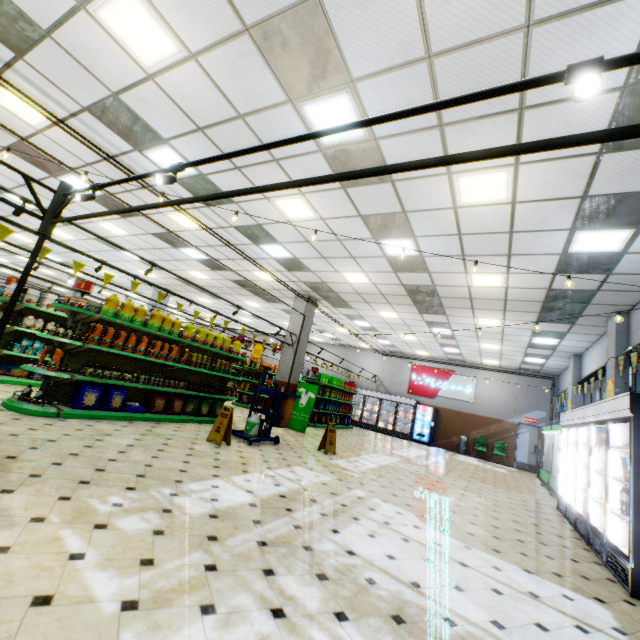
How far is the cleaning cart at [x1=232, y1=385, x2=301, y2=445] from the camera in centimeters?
749cm

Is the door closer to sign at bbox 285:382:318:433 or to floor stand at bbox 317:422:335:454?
sign at bbox 285:382:318:433

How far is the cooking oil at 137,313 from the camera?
6.6 meters

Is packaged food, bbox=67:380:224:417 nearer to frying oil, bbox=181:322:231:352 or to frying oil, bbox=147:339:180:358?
frying oil, bbox=147:339:180:358

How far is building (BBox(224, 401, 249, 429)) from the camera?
9.2m

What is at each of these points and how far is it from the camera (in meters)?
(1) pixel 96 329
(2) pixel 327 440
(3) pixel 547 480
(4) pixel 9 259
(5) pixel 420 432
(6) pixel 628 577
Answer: (1) cooking oil, 6.11
(2) floor stand, 8.20
(3) refrigerated case, 9.89
(4) building, 19.19
(5) vending machine, 17.81
(6) wall refrigerator, 3.78

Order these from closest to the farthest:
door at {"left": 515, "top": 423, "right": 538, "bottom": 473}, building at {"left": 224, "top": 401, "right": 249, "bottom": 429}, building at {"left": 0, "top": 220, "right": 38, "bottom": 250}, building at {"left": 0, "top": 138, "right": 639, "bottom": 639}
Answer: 1. building at {"left": 0, "top": 138, "right": 639, "bottom": 639}
2. building at {"left": 224, "top": 401, "right": 249, "bottom": 429}
3. building at {"left": 0, "top": 220, "right": 38, "bottom": 250}
4. door at {"left": 515, "top": 423, "right": 538, "bottom": 473}

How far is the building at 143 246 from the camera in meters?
9.9 m
